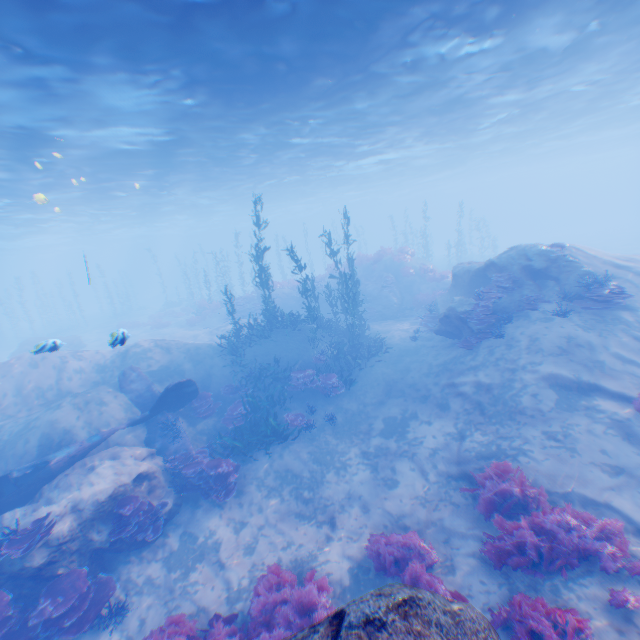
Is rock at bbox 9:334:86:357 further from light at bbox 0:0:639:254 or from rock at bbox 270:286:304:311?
rock at bbox 270:286:304:311

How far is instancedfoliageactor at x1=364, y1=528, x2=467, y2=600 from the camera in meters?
6.2 m

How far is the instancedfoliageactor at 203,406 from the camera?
13.5m

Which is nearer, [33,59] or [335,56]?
[33,59]

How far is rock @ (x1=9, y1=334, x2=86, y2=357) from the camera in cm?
942

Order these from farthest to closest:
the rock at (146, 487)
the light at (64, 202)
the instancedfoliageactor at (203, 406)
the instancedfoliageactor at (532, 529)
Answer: the instancedfoliageactor at (203, 406) < the light at (64, 202) < the rock at (146, 487) < the instancedfoliageactor at (532, 529)

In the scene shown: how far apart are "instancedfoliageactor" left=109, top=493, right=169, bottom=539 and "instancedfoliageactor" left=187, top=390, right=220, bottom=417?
3.9m

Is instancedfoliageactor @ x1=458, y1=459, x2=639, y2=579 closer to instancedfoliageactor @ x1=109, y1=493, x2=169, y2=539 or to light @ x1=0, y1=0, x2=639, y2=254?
light @ x1=0, y1=0, x2=639, y2=254
